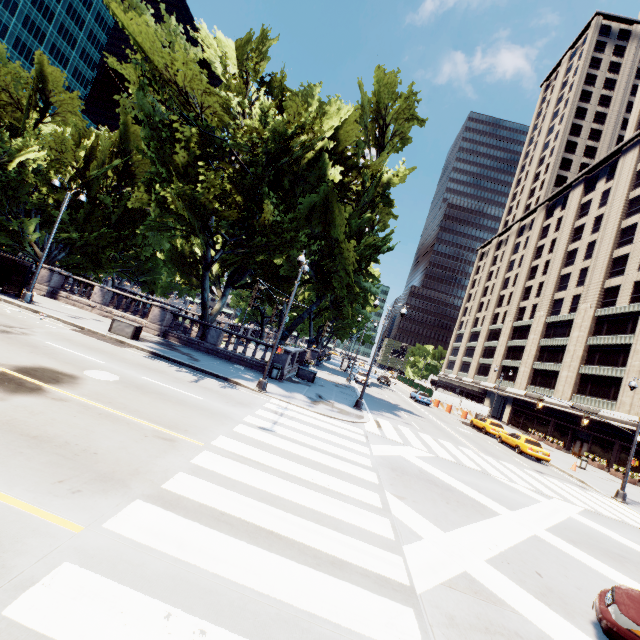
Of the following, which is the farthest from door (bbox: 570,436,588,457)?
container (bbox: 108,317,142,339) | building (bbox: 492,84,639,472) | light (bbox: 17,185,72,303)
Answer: light (bbox: 17,185,72,303)

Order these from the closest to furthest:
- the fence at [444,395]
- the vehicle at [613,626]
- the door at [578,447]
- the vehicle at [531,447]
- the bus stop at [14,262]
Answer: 1. the vehicle at [613,626]
2. the bus stop at [14,262]
3. the vehicle at [531,447]
4. the door at [578,447]
5. the fence at [444,395]

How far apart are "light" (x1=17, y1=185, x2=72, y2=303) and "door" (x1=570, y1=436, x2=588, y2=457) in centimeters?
5238cm

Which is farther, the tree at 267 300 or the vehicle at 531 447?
the tree at 267 300

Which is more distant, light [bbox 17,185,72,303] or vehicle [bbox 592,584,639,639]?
light [bbox 17,185,72,303]

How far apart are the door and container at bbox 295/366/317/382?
33.30m

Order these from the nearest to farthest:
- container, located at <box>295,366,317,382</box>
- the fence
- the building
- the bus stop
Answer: the bus stop < container, located at <box>295,366,317,382</box> < the building < the fence

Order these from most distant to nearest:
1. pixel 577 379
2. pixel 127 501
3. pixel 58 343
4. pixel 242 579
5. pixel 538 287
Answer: pixel 538 287 < pixel 577 379 < pixel 58 343 < pixel 127 501 < pixel 242 579
